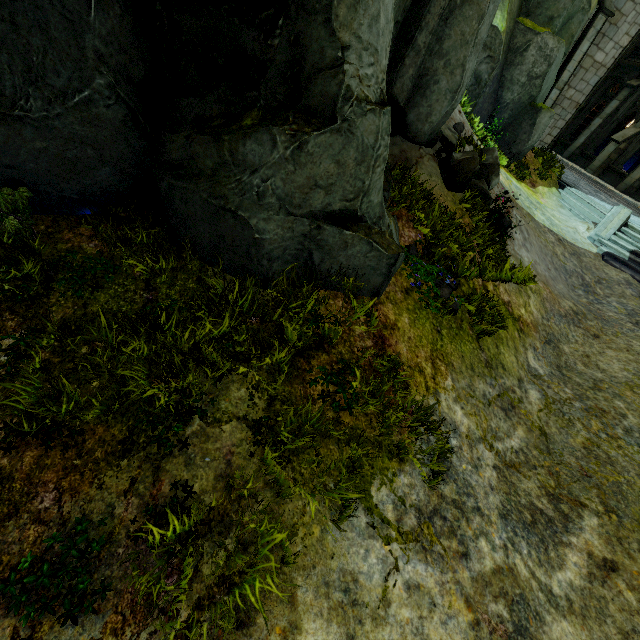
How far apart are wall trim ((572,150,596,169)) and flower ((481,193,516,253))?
19.5 meters

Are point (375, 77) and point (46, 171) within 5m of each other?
yes

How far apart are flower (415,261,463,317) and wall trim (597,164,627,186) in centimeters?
2183cm

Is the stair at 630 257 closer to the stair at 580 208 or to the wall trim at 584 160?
the stair at 580 208

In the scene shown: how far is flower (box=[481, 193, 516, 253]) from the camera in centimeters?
734cm

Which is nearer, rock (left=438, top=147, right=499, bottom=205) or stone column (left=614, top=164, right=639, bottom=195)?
rock (left=438, top=147, right=499, bottom=205)

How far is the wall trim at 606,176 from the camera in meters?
19.2

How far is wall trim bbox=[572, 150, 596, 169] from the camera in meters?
21.1
